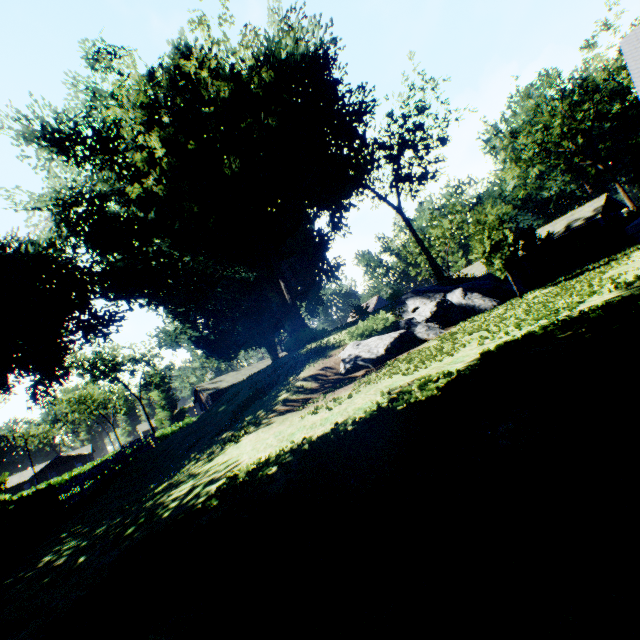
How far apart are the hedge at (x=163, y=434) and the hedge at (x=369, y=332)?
30.4m

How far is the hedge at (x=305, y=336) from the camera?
25.2 meters

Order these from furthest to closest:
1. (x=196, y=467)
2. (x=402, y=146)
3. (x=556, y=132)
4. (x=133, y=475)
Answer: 1. (x=556, y=132)
2. (x=402, y=146)
3. (x=133, y=475)
4. (x=196, y=467)

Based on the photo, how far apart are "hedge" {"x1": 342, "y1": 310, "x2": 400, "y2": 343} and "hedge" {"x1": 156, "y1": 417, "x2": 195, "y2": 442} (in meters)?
30.43

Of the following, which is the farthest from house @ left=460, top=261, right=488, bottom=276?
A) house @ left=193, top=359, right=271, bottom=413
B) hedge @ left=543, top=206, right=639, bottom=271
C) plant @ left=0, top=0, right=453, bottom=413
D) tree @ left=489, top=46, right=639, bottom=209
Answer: house @ left=193, top=359, right=271, bottom=413

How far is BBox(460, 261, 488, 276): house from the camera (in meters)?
44.97

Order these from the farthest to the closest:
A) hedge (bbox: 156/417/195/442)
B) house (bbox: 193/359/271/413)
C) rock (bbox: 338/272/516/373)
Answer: house (bbox: 193/359/271/413) → hedge (bbox: 156/417/195/442) → rock (bbox: 338/272/516/373)

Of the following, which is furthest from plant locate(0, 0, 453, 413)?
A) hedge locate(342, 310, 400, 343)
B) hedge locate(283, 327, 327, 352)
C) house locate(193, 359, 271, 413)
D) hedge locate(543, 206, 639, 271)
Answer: hedge locate(342, 310, 400, 343)
